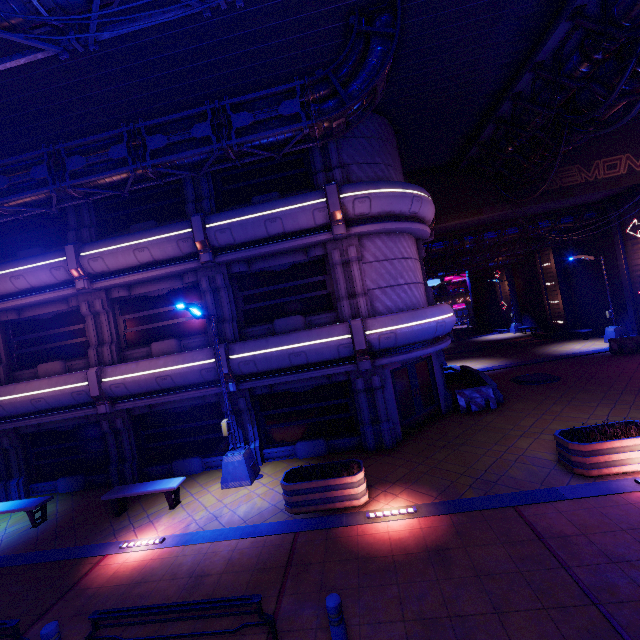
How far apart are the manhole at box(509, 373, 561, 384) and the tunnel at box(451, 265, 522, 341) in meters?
21.4 m

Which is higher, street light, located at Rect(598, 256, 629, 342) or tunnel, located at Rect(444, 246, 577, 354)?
tunnel, located at Rect(444, 246, 577, 354)

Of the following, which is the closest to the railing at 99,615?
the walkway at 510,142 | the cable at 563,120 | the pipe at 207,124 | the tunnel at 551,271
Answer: the pipe at 207,124

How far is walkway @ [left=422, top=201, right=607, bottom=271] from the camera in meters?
21.3

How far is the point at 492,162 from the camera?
17.1m

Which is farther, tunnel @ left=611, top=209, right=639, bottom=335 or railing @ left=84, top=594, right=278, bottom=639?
tunnel @ left=611, top=209, right=639, bottom=335

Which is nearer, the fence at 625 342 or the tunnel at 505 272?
the fence at 625 342

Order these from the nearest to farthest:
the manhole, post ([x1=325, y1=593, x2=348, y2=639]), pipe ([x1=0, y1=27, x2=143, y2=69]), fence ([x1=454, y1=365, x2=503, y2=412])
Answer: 1. post ([x1=325, y1=593, x2=348, y2=639])
2. pipe ([x1=0, y1=27, x2=143, y2=69])
3. fence ([x1=454, y1=365, x2=503, y2=412])
4. the manhole
